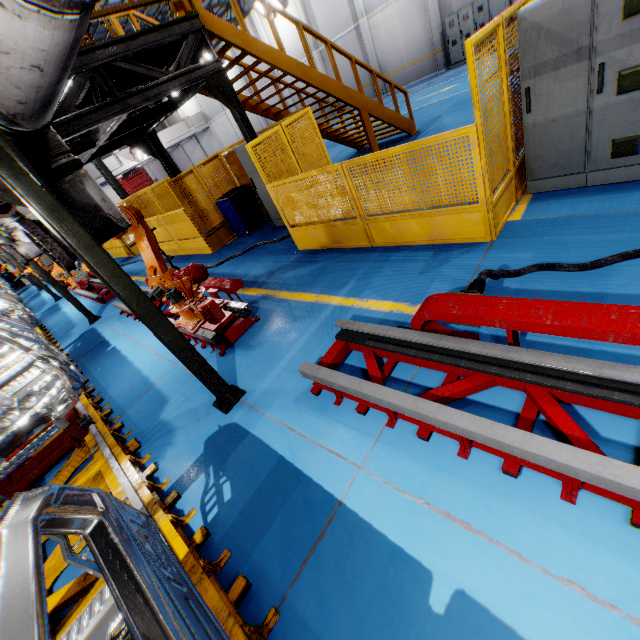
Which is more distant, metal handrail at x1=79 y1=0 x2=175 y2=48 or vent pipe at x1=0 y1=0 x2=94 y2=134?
metal handrail at x1=79 y1=0 x2=175 y2=48

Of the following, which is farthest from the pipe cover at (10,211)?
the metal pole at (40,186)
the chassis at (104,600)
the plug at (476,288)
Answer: the plug at (476,288)

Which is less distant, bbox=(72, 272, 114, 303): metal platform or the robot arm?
the robot arm

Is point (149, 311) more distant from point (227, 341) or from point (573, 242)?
point (573, 242)

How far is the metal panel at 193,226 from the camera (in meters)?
9.23

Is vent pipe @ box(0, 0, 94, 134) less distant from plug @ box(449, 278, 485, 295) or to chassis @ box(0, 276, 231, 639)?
chassis @ box(0, 276, 231, 639)

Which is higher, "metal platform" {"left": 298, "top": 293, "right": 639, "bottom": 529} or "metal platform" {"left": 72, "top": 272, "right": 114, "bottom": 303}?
"metal platform" {"left": 72, "top": 272, "right": 114, "bottom": 303}

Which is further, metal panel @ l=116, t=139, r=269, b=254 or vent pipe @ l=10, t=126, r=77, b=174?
metal panel @ l=116, t=139, r=269, b=254
